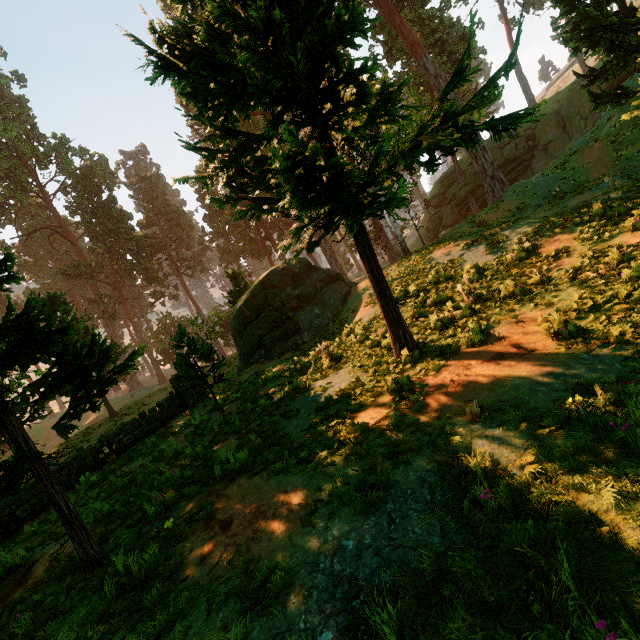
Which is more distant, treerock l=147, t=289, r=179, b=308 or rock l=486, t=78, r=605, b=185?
treerock l=147, t=289, r=179, b=308

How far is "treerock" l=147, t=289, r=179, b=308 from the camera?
44.22m

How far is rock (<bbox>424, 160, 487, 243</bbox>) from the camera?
36.7 meters

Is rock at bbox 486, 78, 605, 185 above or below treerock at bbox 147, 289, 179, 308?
below

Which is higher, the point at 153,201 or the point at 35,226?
the point at 35,226

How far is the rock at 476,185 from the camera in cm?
3669

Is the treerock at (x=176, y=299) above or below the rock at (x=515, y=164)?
above

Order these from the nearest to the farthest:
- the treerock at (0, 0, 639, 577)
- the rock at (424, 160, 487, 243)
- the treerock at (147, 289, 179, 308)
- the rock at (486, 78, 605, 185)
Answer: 1. the treerock at (0, 0, 639, 577)
2. the rock at (486, 78, 605, 185)
3. the rock at (424, 160, 487, 243)
4. the treerock at (147, 289, 179, 308)
